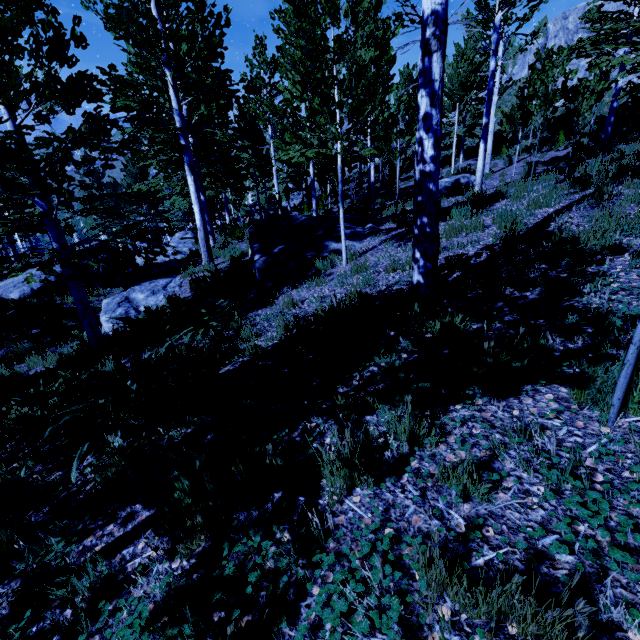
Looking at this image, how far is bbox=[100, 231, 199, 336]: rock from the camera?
8.66m

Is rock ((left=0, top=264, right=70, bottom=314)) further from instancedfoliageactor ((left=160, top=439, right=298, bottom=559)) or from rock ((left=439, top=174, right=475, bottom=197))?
rock ((left=439, top=174, right=475, bottom=197))

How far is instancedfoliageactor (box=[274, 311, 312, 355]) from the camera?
3.9m

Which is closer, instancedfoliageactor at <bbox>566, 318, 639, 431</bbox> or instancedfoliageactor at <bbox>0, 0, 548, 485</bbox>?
instancedfoliageactor at <bbox>566, 318, 639, 431</bbox>

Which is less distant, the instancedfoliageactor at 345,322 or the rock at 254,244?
the instancedfoliageactor at 345,322

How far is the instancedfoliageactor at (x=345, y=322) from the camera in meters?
3.9

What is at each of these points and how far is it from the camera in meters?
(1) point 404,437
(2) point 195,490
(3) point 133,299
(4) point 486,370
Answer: (1) instancedfoliageactor, 2.0
(2) instancedfoliageactor, 2.1
(3) rock, 9.3
(4) instancedfoliageactor, 2.4
